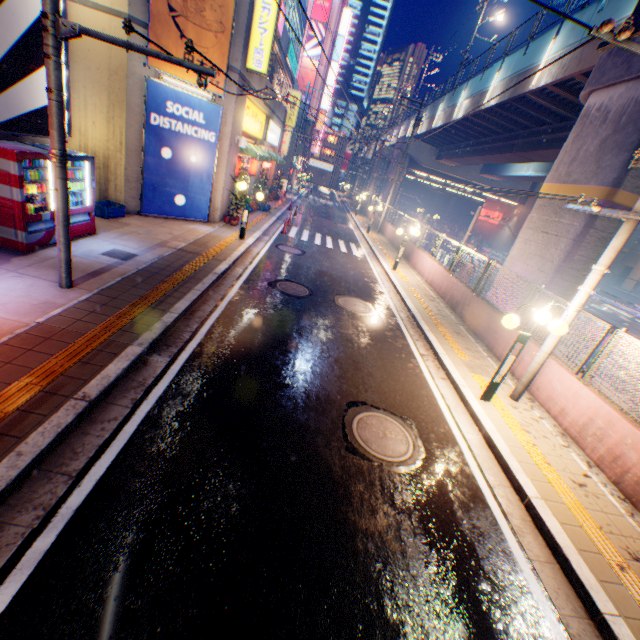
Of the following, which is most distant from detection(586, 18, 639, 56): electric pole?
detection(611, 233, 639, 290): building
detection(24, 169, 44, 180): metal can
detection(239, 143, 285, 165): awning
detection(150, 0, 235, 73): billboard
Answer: detection(611, 233, 639, 290): building

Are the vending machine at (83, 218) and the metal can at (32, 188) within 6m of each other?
yes

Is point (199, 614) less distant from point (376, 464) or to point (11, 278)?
point (376, 464)

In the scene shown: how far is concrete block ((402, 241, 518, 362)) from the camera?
9.1m

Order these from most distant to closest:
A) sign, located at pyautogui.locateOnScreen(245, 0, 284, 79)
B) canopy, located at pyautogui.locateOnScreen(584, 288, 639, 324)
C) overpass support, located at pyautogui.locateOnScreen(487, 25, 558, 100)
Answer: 1. canopy, located at pyautogui.locateOnScreen(584, 288, 639, 324)
2. overpass support, located at pyautogui.locateOnScreen(487, 25, 558, 100)
3. sign, located at pyautogui.locateOnScreen(245, 0, 284, 79)

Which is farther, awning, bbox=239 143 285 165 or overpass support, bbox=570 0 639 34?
awning, bbox=239 143 285 165

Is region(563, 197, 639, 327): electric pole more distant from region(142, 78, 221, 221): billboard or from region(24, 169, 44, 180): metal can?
region(142, 78, 221, 221): billboard

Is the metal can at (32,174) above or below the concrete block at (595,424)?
above
